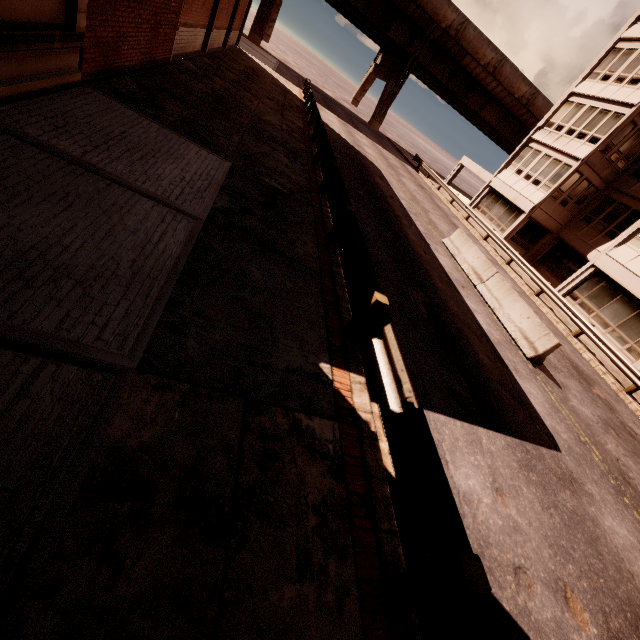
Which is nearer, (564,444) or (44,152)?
(44,152)

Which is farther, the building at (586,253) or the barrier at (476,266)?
the building at (586,253)

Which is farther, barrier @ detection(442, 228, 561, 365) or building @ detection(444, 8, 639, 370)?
building @ detection(444, 8, 639, 370)

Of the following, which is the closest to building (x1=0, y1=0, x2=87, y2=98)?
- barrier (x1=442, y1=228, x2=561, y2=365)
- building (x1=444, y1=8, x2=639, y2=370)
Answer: barrier (x1=442, y1=228, x2=561, y2=365)

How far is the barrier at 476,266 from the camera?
10.44m

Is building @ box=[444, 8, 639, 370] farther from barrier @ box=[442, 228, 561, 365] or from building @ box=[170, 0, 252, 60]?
building @ box=[170, 0, 252, 60]

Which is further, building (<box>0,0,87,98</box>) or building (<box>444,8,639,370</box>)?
building (<box>444,8,639,370</box>)

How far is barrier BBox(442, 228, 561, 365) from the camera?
10.4m
